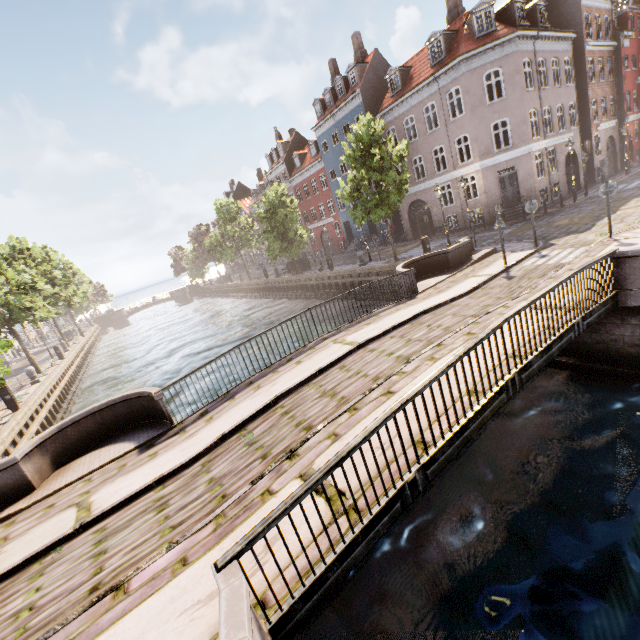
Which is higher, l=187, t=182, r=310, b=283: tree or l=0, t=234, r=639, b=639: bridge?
l=187, t=182, r=310, b=283: tree

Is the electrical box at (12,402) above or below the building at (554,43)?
below

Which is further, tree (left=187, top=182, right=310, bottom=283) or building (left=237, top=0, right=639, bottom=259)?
tree (left=187, top=182, right=310, bottom=283)

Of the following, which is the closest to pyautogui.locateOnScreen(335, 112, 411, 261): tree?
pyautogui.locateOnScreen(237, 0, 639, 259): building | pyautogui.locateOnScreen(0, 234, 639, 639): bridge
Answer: pyautogui.locateOnScreen(0, 234, 639, 639): bridge

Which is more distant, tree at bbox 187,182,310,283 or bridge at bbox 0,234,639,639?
tree at bbox 187,182,310,283

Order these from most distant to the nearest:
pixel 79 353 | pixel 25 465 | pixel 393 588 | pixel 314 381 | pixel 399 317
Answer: pixel 79 353 < pixel 399 317 < pixel 314 381 < pixel 25 465 < pixel 393 588

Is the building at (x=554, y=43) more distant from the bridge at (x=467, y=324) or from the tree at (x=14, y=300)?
the bridge at (x=467, y=324)

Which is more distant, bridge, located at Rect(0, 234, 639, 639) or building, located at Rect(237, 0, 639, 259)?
building, located at Rect(237, 0, 639, 259)
